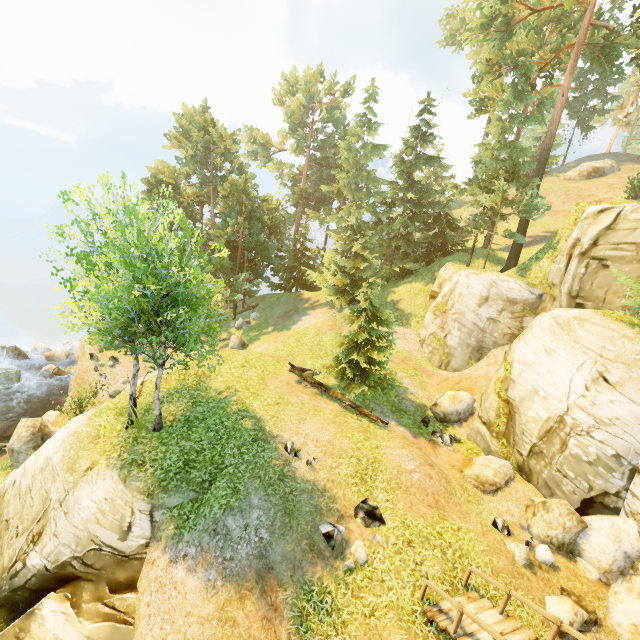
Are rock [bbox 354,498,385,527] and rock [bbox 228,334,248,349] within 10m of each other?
no

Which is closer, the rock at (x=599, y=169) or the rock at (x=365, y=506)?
the rock at (x=365, y=506)

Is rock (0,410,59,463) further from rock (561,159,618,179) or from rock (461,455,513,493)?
rock (561,159,618,179)

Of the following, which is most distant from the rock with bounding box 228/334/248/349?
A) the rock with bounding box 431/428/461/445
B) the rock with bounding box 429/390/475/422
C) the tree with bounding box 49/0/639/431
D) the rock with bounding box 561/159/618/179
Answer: the rock with bounding box 561/159/618/179

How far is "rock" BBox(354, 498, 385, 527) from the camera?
10.2 meters

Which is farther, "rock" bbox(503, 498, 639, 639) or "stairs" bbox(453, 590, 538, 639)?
"rock" bbox(503, 498, 639, 639)

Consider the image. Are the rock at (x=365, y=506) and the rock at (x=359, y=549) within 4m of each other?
yes

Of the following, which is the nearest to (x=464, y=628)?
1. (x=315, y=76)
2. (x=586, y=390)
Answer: (x=586, y=390)
